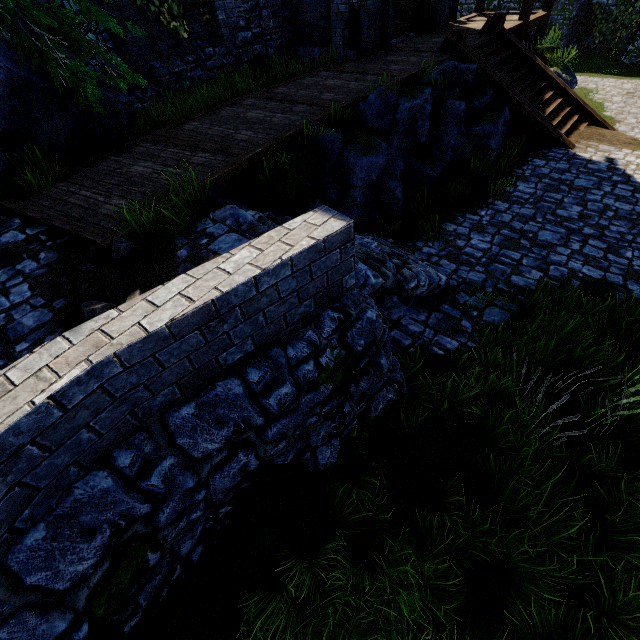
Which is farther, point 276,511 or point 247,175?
point 247,175

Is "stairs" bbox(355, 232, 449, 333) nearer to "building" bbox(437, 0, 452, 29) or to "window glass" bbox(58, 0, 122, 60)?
"building" bbox(437, 0, 452, 29)

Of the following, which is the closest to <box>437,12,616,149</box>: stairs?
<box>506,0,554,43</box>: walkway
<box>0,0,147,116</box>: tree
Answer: <box>506,0,554,43</box>: walkway

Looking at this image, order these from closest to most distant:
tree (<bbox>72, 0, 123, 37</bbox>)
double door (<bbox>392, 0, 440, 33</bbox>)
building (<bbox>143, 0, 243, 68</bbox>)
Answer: tree (<bbox>72, 0, 123, 37</bbox>)
building (<bbox>143, 0, 243, 68</bbox>)
double door (<bbox>392, 0, 440, 33</bbox>)

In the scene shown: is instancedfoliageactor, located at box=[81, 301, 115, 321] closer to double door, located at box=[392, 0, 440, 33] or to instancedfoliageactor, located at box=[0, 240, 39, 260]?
instancedfoliageactor, located at box=[0, 240, 39, 260]

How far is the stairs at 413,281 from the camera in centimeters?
418cm

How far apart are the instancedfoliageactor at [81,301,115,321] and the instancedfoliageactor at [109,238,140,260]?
0.80m

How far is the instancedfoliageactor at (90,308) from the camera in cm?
308
